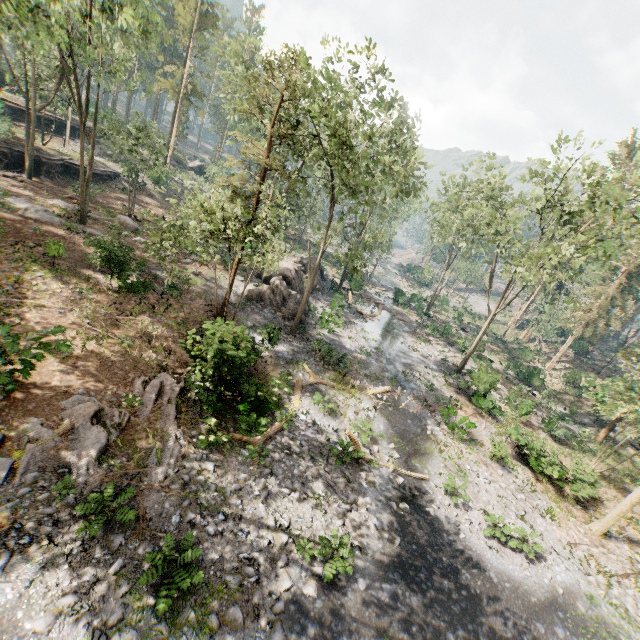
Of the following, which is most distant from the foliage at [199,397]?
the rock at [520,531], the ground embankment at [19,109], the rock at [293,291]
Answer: the rock at [520,531]

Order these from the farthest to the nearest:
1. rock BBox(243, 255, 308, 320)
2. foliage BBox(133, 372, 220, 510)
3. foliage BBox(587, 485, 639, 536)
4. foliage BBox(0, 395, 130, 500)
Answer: rock BBox(243, 255, 308, 320)
foliage BBox(587, 485, 639, 536)
foliage BBox(133, 372, 220, 510)
foliage BBox(0, 395, 130, 500)

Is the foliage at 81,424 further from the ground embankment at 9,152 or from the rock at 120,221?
the ground embankment at 9,152

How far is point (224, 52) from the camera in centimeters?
2798cm

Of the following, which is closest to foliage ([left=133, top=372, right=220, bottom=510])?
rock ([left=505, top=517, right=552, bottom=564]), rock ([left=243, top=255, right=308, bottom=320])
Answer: rock ([left=243, top=255, right=308, bottom=320])

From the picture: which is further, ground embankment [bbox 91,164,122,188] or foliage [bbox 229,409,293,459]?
ground embankment [bbox 91,164,122,188]

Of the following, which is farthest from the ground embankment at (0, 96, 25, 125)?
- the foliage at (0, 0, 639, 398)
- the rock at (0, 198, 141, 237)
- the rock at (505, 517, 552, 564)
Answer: the rock at (505, 517, 552, 564)

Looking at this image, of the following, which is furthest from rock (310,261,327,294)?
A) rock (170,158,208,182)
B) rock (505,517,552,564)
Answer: rock (170,158,208,182)
